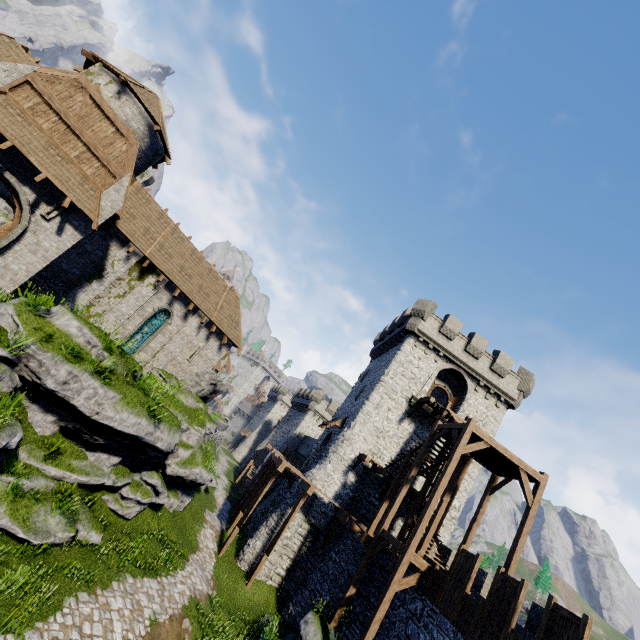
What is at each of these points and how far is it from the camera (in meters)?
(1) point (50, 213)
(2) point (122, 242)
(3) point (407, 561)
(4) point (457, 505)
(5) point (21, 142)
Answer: (1) window slit, 13.89
(2) building, 18.50
(3) stairs, 12.26
(4) building, 22.89
(5) awning, 12.48

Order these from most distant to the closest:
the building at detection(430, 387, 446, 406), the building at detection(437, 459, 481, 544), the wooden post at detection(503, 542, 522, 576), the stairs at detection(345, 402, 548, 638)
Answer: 1. the building at detection(430, 387, 446, 406)
2. the building at detection(437, 459, 481, 544)
3. the wooden post at detection(503, 542, 522, 576)
4. the stairs at detection(345, 402, 548, 638)

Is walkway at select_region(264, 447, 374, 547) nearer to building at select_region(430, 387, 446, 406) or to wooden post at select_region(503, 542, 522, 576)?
building at select_region(430, 387, 446, 406)

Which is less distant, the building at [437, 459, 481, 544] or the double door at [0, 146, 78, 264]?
the double door at [0, 146, 78, 264]

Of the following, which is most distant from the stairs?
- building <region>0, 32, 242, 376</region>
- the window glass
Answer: the window glass

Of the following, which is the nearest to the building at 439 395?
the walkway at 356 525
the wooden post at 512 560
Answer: the walkway at 356 525

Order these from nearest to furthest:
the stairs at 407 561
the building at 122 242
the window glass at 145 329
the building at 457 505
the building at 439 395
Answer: the stairs at 407 561
the building at 122 242
the window glass at 145 329
the building at 457 505
the building at 439 395

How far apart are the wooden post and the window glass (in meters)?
21.92
